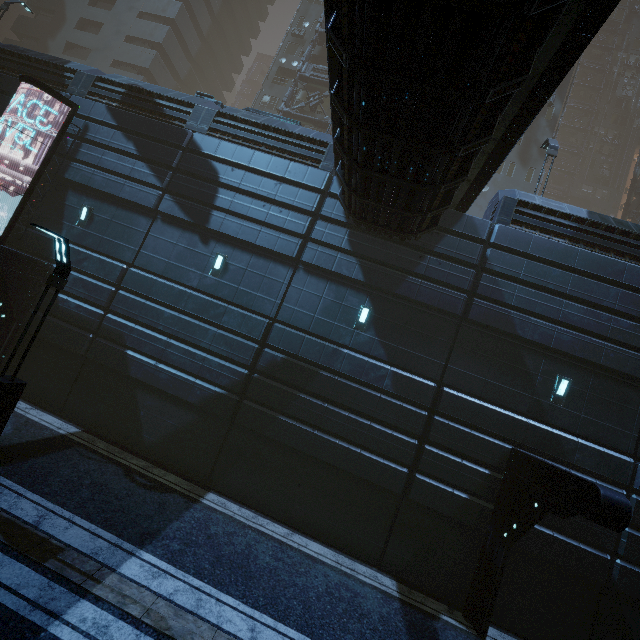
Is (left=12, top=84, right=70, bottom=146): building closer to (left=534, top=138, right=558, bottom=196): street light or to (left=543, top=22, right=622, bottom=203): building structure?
(left=543, top=22, right=622, bottom=203): building structure

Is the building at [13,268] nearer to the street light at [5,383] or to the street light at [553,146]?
the street light at [553,146]

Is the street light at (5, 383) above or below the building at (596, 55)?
below

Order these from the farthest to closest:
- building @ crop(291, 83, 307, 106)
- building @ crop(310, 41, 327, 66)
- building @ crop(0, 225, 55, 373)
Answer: building @ crop(310, 41, 327, 66)
building @ crop(291, 83, 307, 106)
building @ crop(0, 225, 55, 373)

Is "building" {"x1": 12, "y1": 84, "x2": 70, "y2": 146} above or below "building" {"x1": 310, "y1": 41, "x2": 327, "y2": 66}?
below

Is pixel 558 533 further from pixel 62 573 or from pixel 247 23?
pixel 247 23

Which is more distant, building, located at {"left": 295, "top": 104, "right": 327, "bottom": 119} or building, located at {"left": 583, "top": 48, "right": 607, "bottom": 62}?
building, located at {"left": 583, "top": 48, "right": 607, "bottom": 62}

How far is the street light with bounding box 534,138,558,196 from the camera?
14.3 meters
